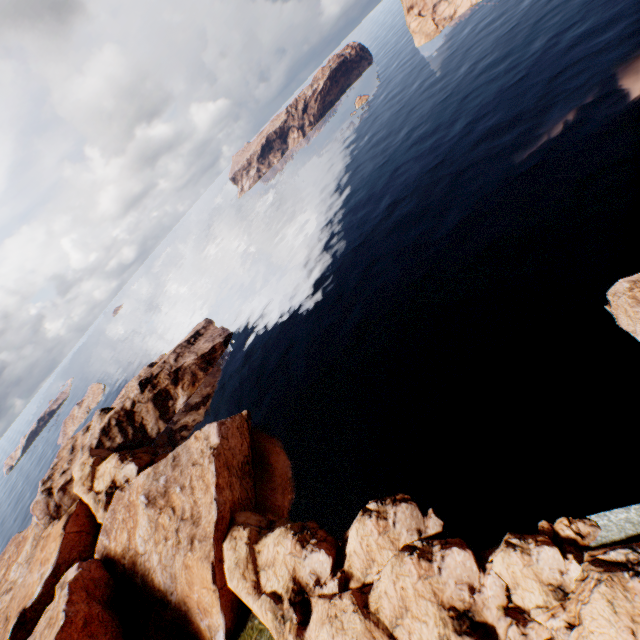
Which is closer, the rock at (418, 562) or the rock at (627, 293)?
the rock at (418, 562)

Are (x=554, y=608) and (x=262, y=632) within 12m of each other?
no

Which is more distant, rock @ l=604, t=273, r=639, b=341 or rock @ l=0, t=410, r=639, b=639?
rock @ l=604, t=273, r=639, b=341
